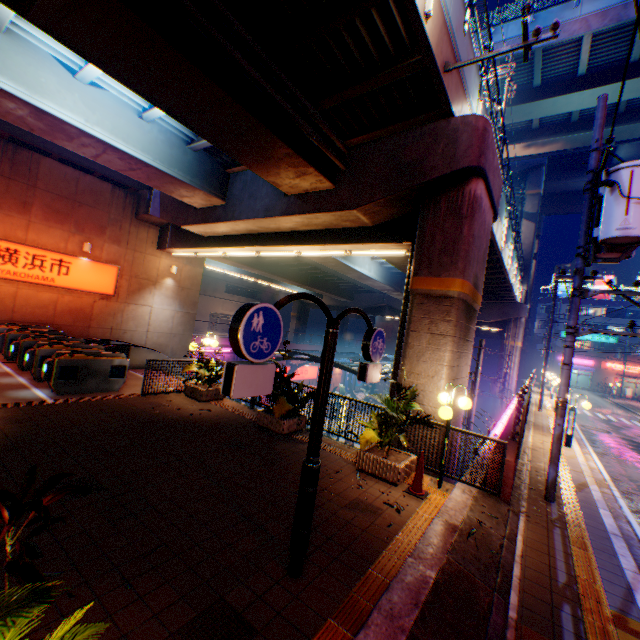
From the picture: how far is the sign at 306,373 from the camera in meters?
38.0 m

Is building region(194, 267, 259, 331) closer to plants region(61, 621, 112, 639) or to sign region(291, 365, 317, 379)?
sign region(291, 365, 317, 379)

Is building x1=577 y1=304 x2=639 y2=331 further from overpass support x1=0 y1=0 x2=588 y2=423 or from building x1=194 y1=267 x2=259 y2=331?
building x1=194 y1=267 x2=259 y2=331

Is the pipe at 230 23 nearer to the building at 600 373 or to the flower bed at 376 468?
the flower bed at 376 468

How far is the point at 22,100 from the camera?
8.18m

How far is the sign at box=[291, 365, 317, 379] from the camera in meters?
38.0

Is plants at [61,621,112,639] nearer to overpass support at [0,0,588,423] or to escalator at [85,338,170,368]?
overpass support at [0,0,588,423]

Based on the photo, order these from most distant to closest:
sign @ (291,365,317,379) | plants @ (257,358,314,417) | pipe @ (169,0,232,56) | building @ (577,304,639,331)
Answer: building @ (577,304,639,331)
sign @ (291,365,317,379)
plants @ (257,358,314,417)
pipe @ (169,0,232,56)
